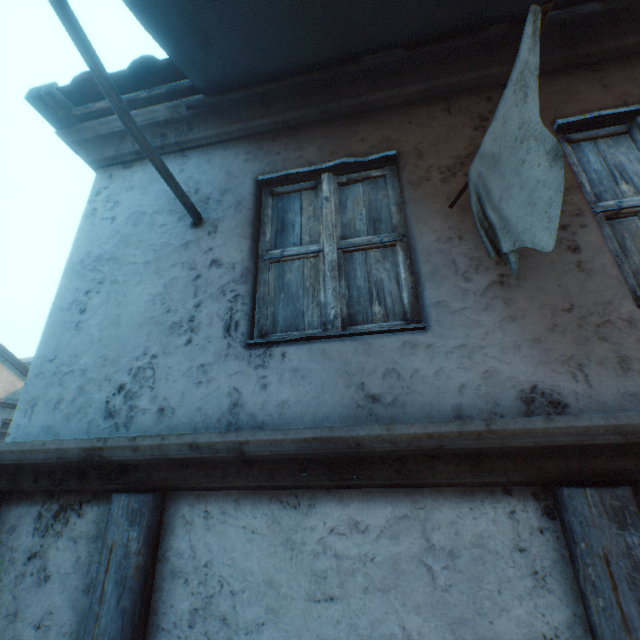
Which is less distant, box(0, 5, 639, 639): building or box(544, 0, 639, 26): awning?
box(0, 5, 639, 639): building

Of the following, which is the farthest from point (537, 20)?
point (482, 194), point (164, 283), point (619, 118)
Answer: point (164, 283)

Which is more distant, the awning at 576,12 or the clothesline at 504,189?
the awning at 576,12

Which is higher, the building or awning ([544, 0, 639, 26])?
awning ([544, 0, 639, 26])

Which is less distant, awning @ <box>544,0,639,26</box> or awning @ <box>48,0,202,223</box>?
awning @ <box>48,0,202,223</box>

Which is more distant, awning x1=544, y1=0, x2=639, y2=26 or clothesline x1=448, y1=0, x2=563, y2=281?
awning x1=544, y1=0, x2=639, y2=26
